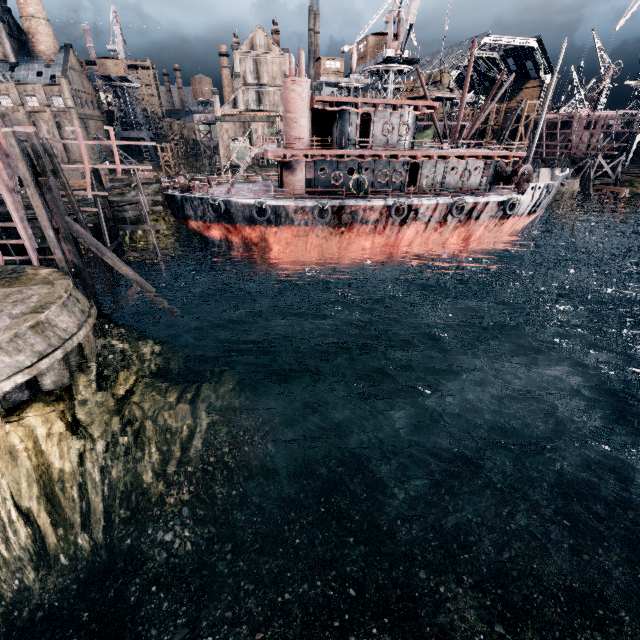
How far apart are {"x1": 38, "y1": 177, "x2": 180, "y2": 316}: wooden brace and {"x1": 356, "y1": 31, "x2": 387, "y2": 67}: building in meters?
43.6 m

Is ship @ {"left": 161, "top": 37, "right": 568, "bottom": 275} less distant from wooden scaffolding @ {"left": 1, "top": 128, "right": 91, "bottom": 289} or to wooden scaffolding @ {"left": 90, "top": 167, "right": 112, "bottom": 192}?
→ wooden scaffolding @ {"left": 90, "top": 167, "right": 112, "bottom": 192}

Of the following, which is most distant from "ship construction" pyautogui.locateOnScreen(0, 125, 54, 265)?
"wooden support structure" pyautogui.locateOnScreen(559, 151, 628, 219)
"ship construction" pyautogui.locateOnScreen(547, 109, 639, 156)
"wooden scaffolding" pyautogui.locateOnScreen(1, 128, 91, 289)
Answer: "ship construction" pyautogui.locateOnScreen(547, 109, 639, 156)

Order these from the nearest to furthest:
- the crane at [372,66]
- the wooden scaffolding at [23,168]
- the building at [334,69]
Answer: the wooden scaffolding at [23,168], the crane at [372,66], the building at [334,69]

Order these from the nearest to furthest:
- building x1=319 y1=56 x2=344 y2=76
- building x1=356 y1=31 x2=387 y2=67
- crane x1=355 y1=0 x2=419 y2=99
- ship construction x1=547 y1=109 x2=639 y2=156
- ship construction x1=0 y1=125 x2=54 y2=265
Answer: ship construction x1=0 y1=125 x2=54 y2=265, crane x1=355 y1=0 x2=419 y2=99, building x1=356 y1=31 x2=387 y2=67, ship construction x1=547 y1=109 x2=639 y2=156, building x1=319 y1=56 x2=344 y2=76

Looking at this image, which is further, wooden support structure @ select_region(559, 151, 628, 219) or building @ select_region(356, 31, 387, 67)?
wooden support structure @ select_region(559, 151, 628, 219)

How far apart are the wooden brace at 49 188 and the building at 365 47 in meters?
43.6 m

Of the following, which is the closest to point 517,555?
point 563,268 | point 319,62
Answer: point 563,268
